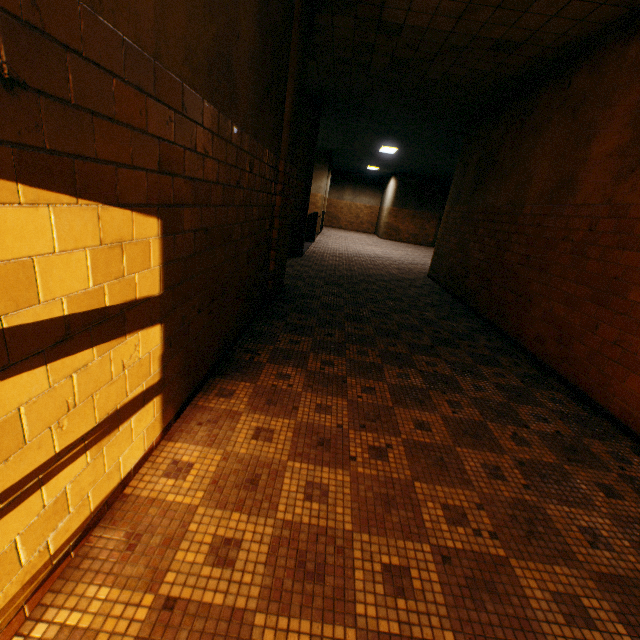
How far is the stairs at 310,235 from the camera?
12.2 meters

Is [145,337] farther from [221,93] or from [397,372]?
[397,372]

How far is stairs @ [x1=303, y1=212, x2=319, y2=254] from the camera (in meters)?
12.16
